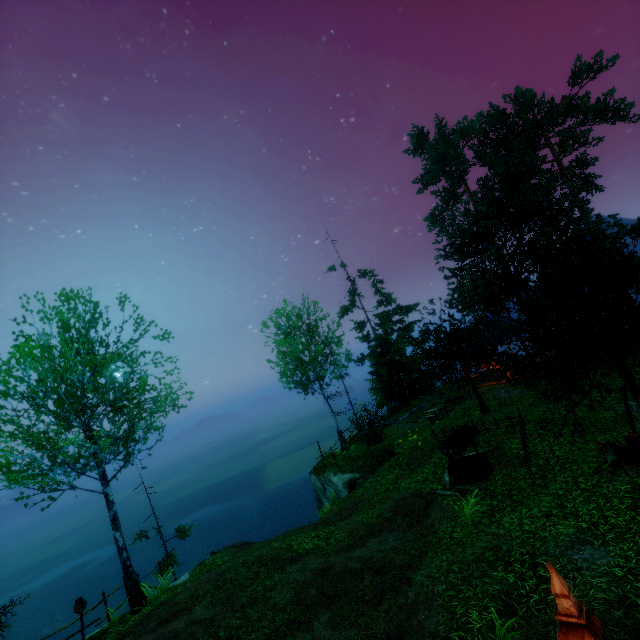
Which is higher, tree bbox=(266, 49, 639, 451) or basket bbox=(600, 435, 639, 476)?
tree bbox=(266, 49, 639, 451)

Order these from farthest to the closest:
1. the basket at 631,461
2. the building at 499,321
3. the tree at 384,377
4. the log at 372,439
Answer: the building at 499,321
the log at 372,439
the tree at 384,377
the basket at 631,461

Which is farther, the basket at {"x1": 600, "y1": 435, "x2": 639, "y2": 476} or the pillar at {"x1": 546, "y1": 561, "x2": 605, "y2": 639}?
the basket at {"x1": 600, "y1": 435, "x2": 639, "y2": 476}

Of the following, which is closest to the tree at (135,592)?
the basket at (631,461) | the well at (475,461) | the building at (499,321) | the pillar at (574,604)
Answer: the building at (499,321)

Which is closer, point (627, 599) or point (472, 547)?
point (627, 599)

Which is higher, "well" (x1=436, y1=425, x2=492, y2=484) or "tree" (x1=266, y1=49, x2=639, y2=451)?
"tree" (x1=266, y1=49, x2=639, y2=451)

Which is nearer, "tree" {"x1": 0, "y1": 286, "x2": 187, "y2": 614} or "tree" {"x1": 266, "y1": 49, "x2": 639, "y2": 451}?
"tree" {"x1": 266, "y1": 49, "x2": 639, "y2": 451}

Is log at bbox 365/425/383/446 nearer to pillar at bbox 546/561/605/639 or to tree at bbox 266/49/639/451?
tree at bbox 266/49/639/451
